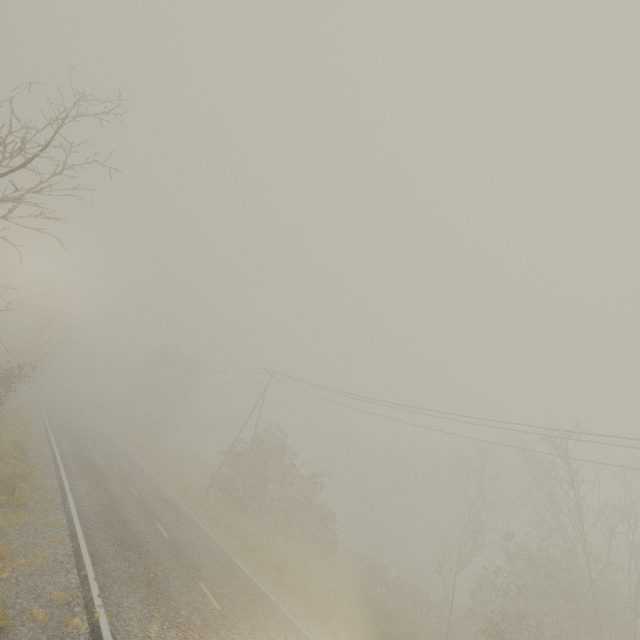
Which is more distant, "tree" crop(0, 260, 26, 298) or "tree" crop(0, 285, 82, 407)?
"tree" crop(0, 260, 26, 298)

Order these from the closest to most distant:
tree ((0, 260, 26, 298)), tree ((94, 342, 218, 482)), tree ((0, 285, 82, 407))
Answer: tree ((0, 285, 82, 407)) < tree ((0, 260, 26, 298)) < tree ((94, 342, 218, 482))

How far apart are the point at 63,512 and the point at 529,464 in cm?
2264

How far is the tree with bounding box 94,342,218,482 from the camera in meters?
45.4 m

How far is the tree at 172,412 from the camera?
45.4 meters

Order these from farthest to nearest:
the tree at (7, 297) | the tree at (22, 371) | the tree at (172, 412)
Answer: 1. the tree at (172, 412)
2. the tree at (7, 297)
3. the tree at (22, 371)
